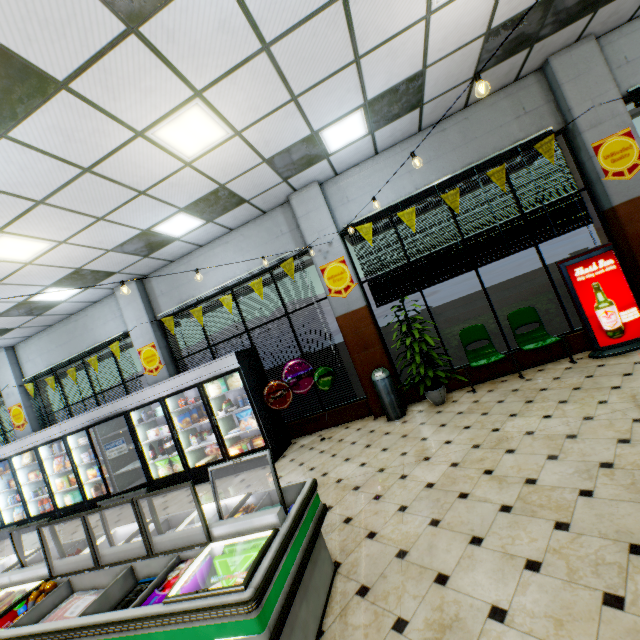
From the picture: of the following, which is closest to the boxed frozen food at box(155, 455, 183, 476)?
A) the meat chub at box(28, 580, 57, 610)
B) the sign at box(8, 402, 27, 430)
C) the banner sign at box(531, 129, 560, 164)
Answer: the meat chub at box(28, 580, 57, 610)

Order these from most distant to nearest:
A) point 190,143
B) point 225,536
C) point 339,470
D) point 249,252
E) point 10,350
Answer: point 10,350 → point 249,252 → point 339,470 → point 190,143 → point 225,536

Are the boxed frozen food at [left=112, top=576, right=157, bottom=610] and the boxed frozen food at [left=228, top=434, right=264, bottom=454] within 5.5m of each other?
yes

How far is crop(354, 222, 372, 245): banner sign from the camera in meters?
6.4

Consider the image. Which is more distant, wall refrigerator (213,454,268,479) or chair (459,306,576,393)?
wall refrigerator (213,454,268,479)

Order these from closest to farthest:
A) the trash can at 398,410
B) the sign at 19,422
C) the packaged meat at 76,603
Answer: the packaged meat at 76,603, the trash can at 398,410, the sign at 19,422

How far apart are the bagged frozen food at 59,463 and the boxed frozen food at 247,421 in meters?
4.7

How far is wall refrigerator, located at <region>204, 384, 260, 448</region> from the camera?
6.47m
